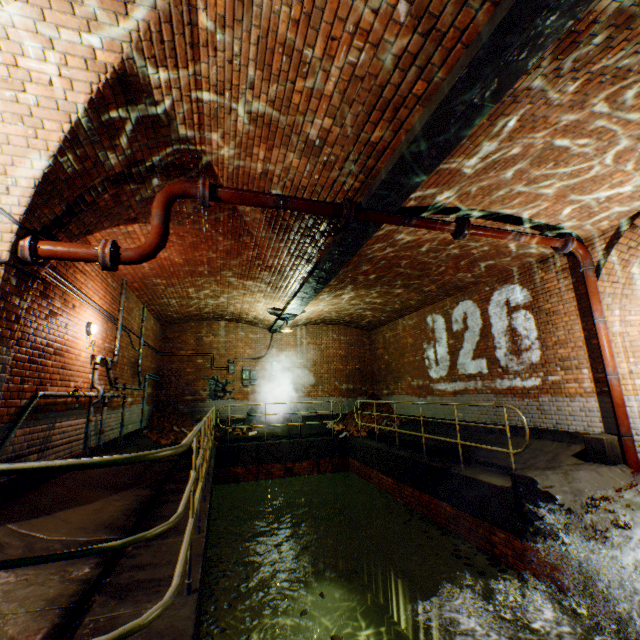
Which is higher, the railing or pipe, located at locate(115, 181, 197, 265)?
pipe, located at locate(115, 181, 197, 265)

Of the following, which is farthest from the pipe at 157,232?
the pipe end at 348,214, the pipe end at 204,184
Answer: the pipe end at 348,214

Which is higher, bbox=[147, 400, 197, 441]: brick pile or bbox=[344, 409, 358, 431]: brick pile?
bbox=[147, 400, 197, 441]: brick pile

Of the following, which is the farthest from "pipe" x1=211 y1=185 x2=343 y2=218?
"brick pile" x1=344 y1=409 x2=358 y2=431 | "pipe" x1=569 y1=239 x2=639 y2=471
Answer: "brick pile" x1=344 y1=409 x2=358 y2=431

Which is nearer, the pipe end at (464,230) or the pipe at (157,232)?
the pipe at (157,232)

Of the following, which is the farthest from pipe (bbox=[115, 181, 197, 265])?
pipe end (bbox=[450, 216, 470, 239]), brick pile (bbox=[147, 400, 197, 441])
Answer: brick pile (bbox=[147, 400, 197, 441])

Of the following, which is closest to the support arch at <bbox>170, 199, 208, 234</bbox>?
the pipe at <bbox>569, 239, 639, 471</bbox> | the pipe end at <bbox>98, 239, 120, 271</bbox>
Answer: the pipe end at <bbox>98, 239, 120, 271</bbox>

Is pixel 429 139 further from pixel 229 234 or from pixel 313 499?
pixel 313 499
